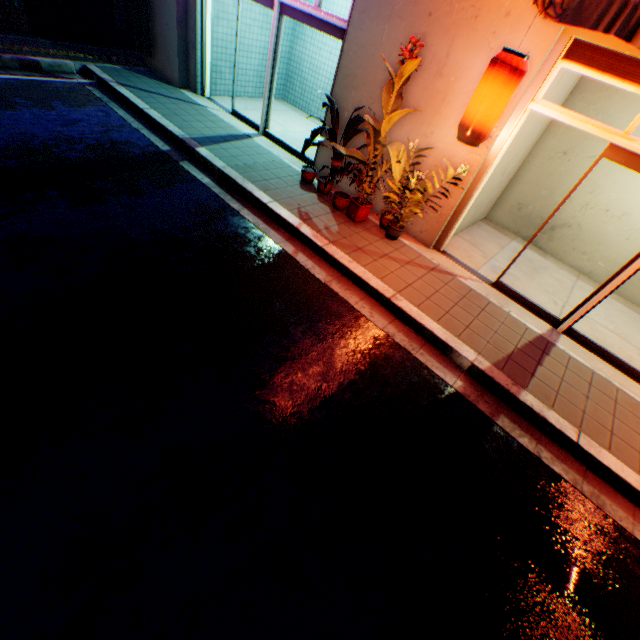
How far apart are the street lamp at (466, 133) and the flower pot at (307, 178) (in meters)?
2.83

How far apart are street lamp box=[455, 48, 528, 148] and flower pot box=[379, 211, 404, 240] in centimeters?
160cm

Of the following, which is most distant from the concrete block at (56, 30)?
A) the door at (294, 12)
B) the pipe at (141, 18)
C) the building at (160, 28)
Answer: the door at (294, 12)

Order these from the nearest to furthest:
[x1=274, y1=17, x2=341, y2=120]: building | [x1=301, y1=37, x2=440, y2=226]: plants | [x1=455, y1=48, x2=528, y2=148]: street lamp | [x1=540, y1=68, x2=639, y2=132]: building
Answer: [x1=455, y1=48, x2=528, y2=148]: street lamp → [x1=301, y1=37, x2=440, y2=226]: plants → [x1=540, y1=68, x2=639, y2=132]: building → [x1=274, y1=17, x2=341, y2=120]: building

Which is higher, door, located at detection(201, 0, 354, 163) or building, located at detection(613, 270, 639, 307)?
door, located at detection(201, 0, 354, 163)

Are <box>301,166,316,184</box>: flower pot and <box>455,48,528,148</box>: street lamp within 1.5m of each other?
no

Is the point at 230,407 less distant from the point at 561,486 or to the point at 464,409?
the point at 464,409

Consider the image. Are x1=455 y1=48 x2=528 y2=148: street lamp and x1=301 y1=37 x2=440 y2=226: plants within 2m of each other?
yes
